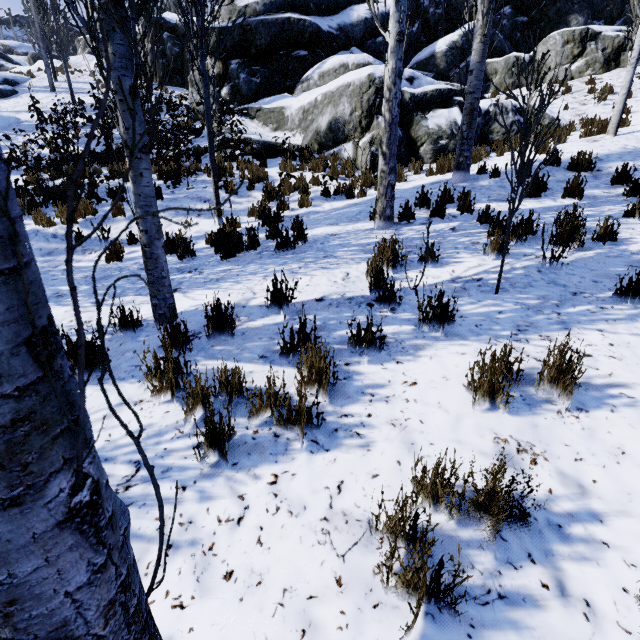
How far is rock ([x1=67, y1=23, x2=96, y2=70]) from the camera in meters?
24.6 m

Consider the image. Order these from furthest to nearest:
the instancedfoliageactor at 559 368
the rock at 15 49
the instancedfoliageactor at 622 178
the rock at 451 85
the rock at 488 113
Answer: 1. the rock at 15 49
2. the rock at 488 113
3. the rock at 451 85
4. the instancedfoliageactor at 622 178
5. the instancedfoliageactor at 559 368

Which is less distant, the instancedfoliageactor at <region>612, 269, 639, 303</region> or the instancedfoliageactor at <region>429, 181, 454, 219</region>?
the instancedfoliageactor at <region>612, 269, 639, 303</region>

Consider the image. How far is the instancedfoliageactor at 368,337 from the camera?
2.7m

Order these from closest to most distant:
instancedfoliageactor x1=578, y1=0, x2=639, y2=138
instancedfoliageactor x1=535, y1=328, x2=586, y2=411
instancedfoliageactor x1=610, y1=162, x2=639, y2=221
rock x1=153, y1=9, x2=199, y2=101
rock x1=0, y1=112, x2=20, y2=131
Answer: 1. instancedfoliageactor x1=535, y1=328, x2=586, y2=411
2. instancedfoliageactor x1=610, y1=162, x2=639, y2=221
3. instancedfoliageactor x1=578, y1=0, x2=639, y2=138
4. rock x1=0, y1=112, x2=20, y2=131
5. rock x1=153, y1=9, x2=199, y2=101

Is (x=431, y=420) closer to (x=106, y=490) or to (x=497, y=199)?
(x=106, y=490)

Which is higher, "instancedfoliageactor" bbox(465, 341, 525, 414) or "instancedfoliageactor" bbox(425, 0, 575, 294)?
"instancedfoliageactor" bbox(425, 0, 575, 294)

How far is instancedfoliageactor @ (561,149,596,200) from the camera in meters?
5.6
